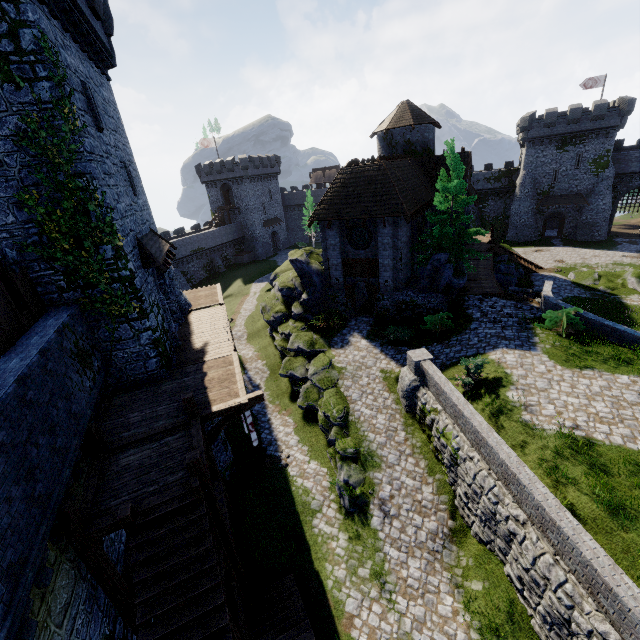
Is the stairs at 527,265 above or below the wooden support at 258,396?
below

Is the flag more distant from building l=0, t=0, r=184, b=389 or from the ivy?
the ivy

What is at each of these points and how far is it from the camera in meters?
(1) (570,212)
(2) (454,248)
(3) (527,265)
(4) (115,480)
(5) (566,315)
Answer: (1) building, 46.2
(2) tree, 22.9
(3) stairs, 31.4
(4) walkway, 9.4
(5) bush, 16.2

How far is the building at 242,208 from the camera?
54.2m

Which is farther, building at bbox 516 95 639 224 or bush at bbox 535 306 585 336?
building at bbox 516 95 639 224

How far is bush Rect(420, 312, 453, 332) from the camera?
19.5 meters

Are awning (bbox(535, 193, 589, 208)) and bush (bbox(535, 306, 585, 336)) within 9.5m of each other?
no

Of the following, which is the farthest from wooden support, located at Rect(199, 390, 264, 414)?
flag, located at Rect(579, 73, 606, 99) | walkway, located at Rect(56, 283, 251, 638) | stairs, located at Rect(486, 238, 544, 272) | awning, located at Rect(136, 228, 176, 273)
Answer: flag, located at Rect(579, 73, 606, 99)
